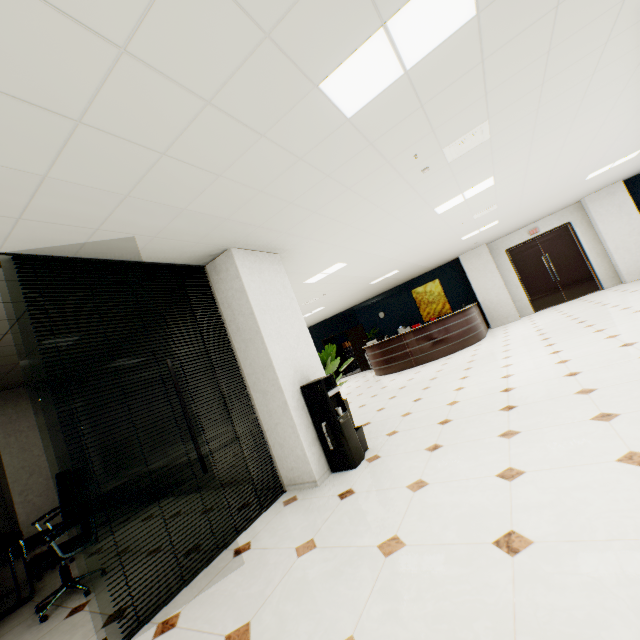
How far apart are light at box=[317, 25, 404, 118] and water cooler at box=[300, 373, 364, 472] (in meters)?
2.72

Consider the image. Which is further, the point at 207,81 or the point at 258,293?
the point at 258,293

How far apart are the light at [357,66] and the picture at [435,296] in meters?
11.6

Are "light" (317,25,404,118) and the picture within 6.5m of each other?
no

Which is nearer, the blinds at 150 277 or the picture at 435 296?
the blinds at 150 277

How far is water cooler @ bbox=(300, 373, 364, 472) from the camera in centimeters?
376cm

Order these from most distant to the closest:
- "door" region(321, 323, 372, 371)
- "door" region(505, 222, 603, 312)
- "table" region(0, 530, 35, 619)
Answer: "door" region(321, 323, 372, 371) < "door" region(505, 222, 603, 312) < "table" region(0, 530, 35, 619)

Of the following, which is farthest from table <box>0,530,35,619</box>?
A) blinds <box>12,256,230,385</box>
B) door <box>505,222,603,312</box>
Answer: door <box>505,222,603,312</box>
